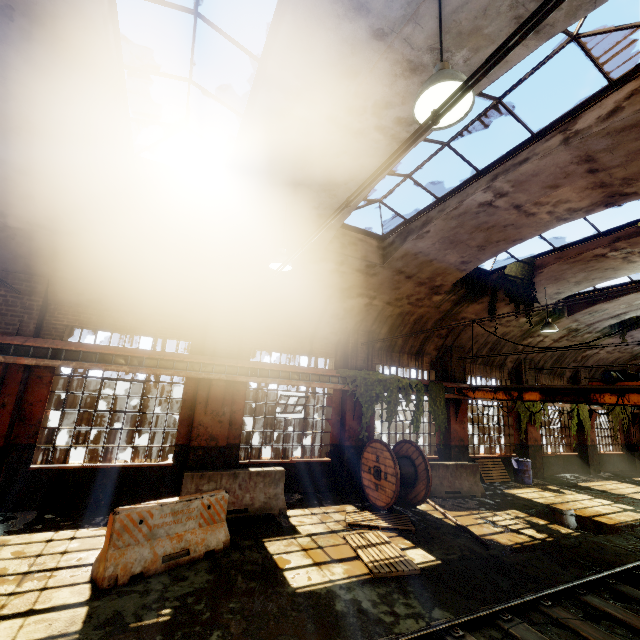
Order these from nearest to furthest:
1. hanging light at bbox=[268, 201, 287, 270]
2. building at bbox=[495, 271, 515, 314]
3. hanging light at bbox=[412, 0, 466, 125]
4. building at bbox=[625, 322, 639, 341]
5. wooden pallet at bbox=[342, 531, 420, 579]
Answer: hanging light at bbox=[412, 0, 466, 125], wooden pallet at bbox=[342, 531, 420, 579], hanging light at bbox=[268, 201, 287, 270], building at bbox=[495, 271, 515, 314], building at bbox=[625, 322, 639, 341]

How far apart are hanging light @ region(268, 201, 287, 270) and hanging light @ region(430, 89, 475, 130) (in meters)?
4.20

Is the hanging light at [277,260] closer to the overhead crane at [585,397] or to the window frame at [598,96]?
the window frame at [598,96]

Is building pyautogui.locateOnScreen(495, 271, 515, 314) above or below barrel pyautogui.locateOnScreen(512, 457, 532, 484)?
above

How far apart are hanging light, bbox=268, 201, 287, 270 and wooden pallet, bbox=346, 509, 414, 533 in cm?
603

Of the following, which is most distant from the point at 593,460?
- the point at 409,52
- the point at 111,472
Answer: the point at 111,472

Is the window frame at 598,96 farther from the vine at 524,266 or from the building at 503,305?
the vine at 524,266

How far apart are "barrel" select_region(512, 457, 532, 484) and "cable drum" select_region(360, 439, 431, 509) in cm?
692
